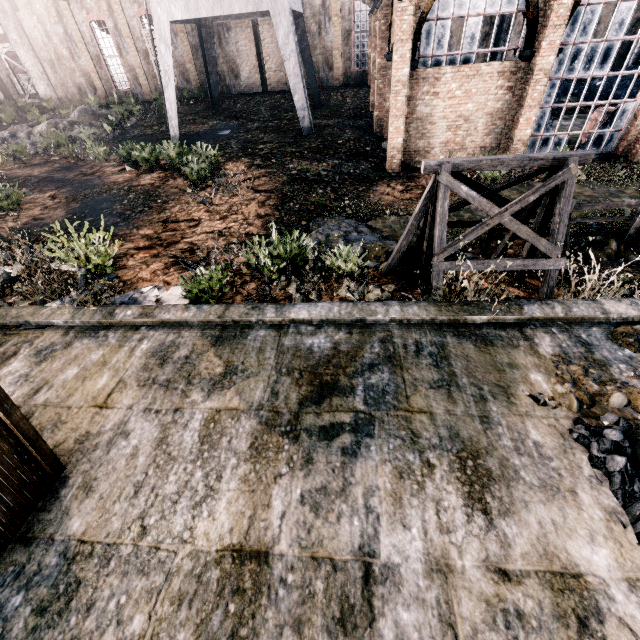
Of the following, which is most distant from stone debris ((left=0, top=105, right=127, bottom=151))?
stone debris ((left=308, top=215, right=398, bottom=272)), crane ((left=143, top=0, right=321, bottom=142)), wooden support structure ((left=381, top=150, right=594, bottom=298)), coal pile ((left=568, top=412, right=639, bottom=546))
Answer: coal pile ((left=568, top=412, right=639, bottom=546))

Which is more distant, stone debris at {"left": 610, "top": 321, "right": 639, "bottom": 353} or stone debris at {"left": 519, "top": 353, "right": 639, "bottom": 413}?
stone debris at {"left": 610, "top": 321, "right": 639, "bottom": 353}

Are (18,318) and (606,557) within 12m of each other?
yes

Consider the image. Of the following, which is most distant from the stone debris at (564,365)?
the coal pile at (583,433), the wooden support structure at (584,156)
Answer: the wooden support structure at (584,156)

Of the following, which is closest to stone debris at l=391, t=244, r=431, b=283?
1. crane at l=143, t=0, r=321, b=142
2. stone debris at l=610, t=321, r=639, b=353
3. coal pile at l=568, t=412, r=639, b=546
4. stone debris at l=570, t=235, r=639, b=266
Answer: stone debris at l=570, t=235, r=639, b=266

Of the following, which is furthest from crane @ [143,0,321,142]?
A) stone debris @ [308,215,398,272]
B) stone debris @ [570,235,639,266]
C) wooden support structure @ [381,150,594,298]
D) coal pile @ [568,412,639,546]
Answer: coal pile @ [568,412,639,546]

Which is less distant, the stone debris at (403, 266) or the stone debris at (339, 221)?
the stone debris at (403, 266)

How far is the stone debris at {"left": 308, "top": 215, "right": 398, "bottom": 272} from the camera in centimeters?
986cm
